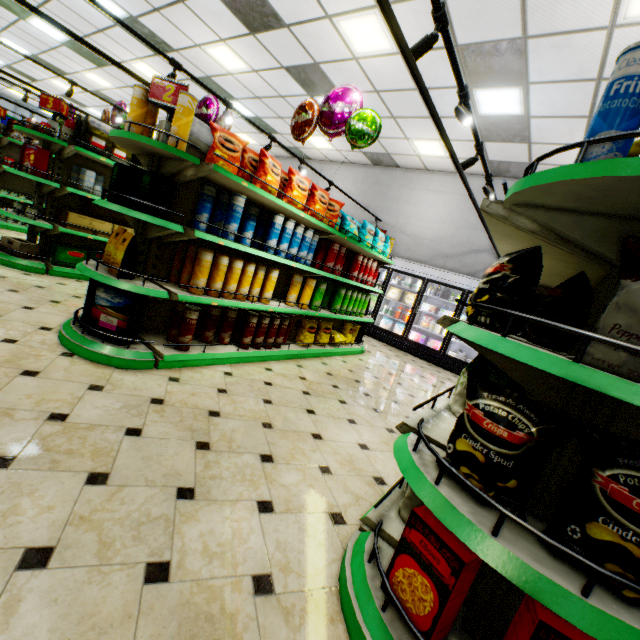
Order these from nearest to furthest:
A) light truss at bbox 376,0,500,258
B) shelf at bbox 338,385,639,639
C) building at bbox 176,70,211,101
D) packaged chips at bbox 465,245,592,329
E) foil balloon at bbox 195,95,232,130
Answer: shelf at bbox 338,385,639,639 → packaged chips at bbox 465,245,592,329 → light truss at bbox 376,0,500,258 → foil balloon at bbox 195,95,232,130 → building at bbox 176,70,211,101

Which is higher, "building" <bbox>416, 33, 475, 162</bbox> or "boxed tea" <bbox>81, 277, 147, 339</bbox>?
"building" <bbox>416, 33, 475, 162</bbox>

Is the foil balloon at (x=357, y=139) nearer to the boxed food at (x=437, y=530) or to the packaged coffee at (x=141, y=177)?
the packaged coffee at (x=141, y=177)

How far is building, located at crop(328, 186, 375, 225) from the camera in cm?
1024

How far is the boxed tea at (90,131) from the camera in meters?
4.7

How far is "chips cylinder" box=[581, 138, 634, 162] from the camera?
1.1 meters

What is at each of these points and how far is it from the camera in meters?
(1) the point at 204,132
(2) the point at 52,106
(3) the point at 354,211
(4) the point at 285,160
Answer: (1) boxed tea, 3.3
(2) sign, 4.6
(3) building, 10.6
(4) building, 12.4

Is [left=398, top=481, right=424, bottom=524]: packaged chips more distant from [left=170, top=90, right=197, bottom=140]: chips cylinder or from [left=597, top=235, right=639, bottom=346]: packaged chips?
[left=170, top=90, right=197, bottom=140]: chips cylinder
